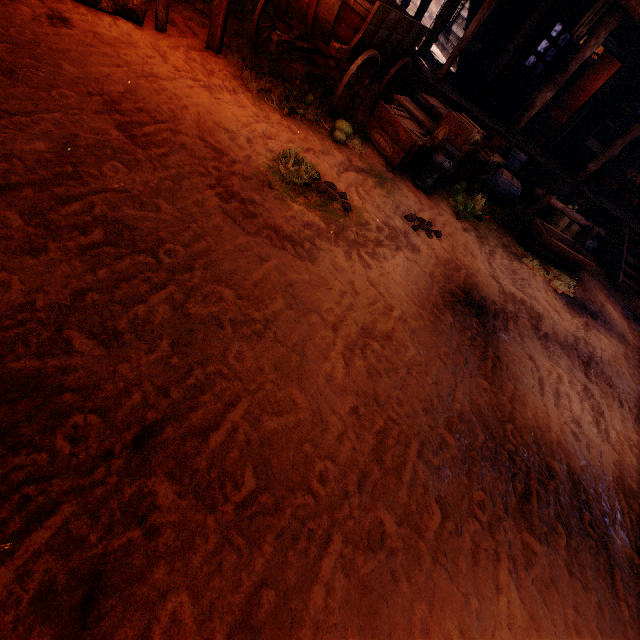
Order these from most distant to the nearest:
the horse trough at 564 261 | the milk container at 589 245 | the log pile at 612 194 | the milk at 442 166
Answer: the log pile at 612 194
the milk container at 589 245
the horse trough at 564 261
the milk at 442 166

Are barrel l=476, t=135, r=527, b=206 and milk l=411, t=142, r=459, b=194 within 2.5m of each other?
yes

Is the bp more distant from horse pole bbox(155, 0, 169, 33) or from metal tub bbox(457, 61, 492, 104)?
horse pole bbox(155, 0, 169, 33)

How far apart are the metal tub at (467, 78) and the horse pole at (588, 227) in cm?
315

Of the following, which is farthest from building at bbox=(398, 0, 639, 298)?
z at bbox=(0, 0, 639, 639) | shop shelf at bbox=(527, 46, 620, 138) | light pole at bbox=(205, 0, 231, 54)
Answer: light pole at bbox=(205, 0, 231, 54)

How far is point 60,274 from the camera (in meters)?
2.02

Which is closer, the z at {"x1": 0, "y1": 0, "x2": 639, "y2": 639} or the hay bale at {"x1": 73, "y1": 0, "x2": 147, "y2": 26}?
the z at {"x1": 0, "y1": 0, "x2": 639, "y2": 639}

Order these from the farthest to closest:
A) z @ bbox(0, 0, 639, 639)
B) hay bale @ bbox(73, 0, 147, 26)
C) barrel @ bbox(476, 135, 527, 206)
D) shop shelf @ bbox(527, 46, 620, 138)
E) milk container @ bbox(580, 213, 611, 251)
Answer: shop shelf @ bbox(527, 46, 620, 138), milk container @ bbox(580, 213, 611, 251), barrel @ bbox(476, 135, 527, 206), hay bale @ bbox(73, 0, 147, 26), z @ bbox(0, 0, 639, 639)
